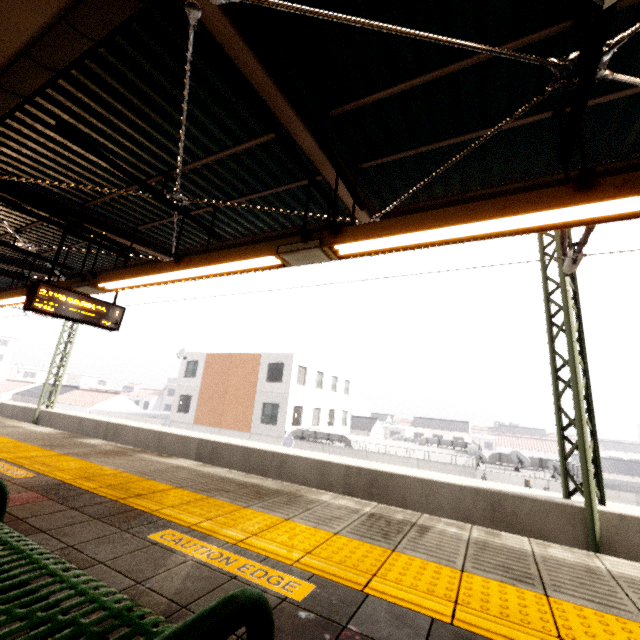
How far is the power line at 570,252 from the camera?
5.5 meters

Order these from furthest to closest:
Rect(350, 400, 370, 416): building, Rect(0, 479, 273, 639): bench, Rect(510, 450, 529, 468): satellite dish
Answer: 1. Rect(350, 400, 370, 416): building
2. Rect(510, 450, 529, 468): satellite dish
3. Rect(0, 479, 273, 639): bench

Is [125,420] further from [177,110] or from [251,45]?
[251,45]

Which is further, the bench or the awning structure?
the awning structure

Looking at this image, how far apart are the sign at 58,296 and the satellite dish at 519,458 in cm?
1901

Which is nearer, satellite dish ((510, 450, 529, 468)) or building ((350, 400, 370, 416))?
satellite dish ((510, 450, 529, 468))

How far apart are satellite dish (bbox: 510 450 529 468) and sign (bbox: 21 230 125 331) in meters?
19.0 m

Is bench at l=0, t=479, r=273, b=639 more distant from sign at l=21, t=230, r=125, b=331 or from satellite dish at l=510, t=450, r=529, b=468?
satellite dish at l=510, t=450, r=529, b=468
